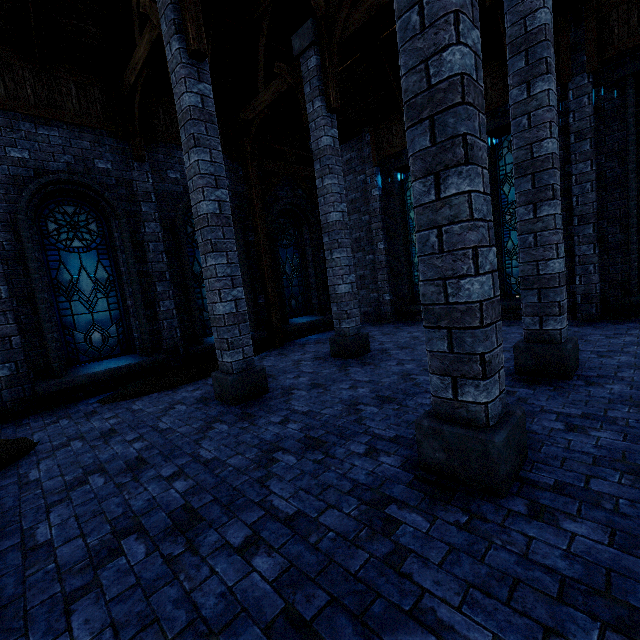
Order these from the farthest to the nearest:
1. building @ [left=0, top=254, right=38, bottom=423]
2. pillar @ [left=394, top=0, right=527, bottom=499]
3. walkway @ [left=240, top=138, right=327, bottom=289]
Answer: walkway @ [left=240, top=138, right=327, bottom=289] → building @ [left=0, top=254, right=38, bottom=423] → pillar @ [left=394, top=0, right=527, bottom=499]

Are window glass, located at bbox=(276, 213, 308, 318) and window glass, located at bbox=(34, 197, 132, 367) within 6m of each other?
yes

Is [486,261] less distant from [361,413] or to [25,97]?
[361,413]

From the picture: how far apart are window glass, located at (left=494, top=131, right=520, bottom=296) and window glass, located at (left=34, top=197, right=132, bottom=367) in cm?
1044

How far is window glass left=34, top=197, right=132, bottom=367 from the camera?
7.0 meters

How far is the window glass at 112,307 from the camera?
7.0 meters

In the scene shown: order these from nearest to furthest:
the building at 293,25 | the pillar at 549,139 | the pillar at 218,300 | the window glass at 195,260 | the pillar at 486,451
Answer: the pillar at 486,451, the pillar at 549,139, the pillar at 218,300, the building at 293,25, the window glass at 195,260

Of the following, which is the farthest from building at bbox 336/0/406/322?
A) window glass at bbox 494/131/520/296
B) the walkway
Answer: window glass at bbox 494/131/520/296
